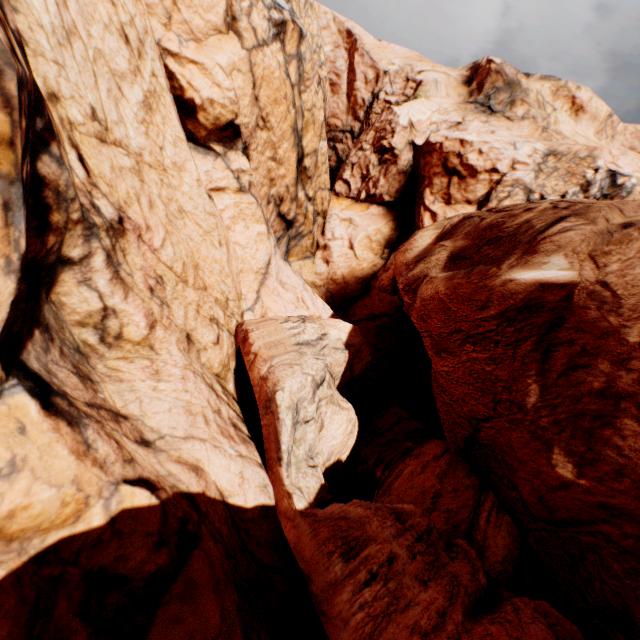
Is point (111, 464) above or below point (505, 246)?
below
